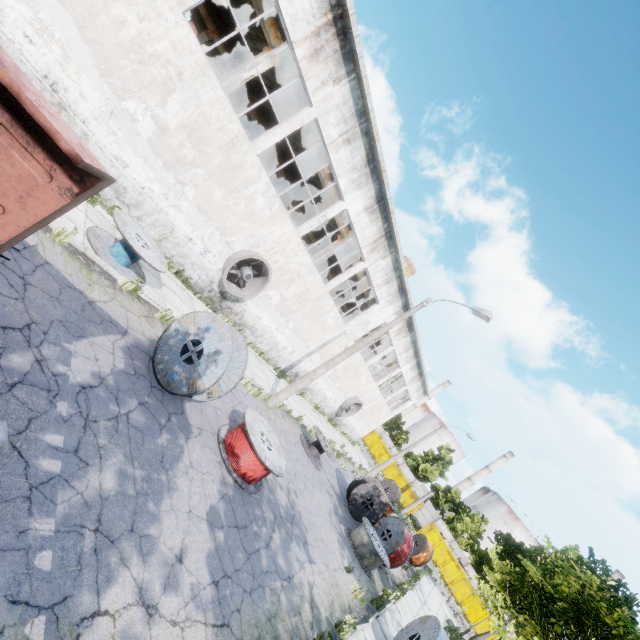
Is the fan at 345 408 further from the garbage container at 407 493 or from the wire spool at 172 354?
the garbage container at 407 493

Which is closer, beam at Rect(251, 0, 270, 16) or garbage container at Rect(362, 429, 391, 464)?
beam at Rect(251, 0, 270, 16)

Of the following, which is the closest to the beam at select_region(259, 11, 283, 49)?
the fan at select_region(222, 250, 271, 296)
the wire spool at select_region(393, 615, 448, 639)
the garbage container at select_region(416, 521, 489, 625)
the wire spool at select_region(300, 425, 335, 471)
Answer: the fan at select_region(222, 250, 271, 296)

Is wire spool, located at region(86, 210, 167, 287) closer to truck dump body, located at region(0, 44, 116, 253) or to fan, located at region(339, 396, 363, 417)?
truck dump body, located at region(0, 44, 116, 253)

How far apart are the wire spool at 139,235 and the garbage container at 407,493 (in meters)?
44.29

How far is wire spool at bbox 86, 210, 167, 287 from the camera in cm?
863

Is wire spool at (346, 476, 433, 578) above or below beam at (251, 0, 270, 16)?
below

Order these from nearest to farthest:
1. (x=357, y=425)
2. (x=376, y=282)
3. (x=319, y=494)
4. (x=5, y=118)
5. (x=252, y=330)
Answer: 1. (x=5, y=118)
2. (x=319, y=494)
3. (x=252, y=330)
4. (x=376, y=282)
5. (x=357, y=425)
